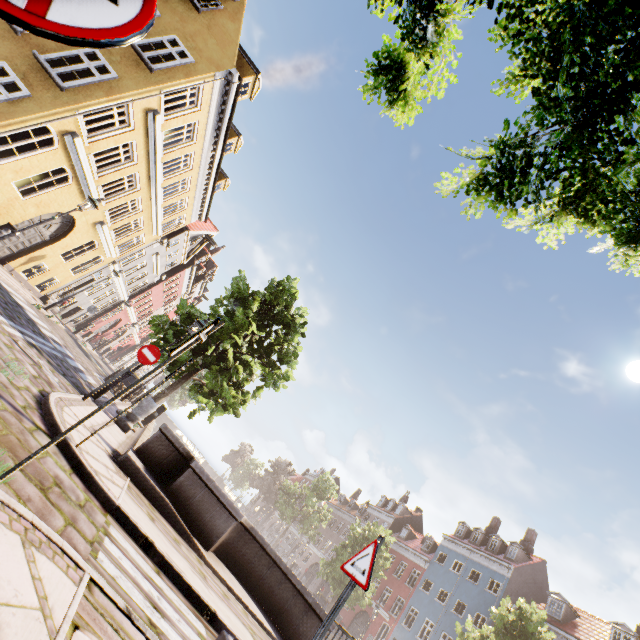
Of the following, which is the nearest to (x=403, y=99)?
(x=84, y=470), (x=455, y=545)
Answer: (x=84, y=470)

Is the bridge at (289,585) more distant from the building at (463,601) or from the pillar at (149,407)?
the building at (463,601)

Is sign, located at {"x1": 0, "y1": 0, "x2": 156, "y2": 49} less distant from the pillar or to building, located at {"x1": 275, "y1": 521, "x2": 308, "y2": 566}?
the pillar

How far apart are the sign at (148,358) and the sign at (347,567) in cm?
671

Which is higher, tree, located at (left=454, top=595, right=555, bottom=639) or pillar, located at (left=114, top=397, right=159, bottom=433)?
→ tree, located at (left=454, top=595, right=555, bottom=639)

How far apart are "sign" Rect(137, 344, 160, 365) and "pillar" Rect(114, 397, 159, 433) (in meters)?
2.10

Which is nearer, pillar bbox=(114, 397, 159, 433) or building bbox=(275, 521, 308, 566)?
pillar bbox=(114, 397, 159, 433)

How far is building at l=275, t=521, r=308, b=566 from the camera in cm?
4918
